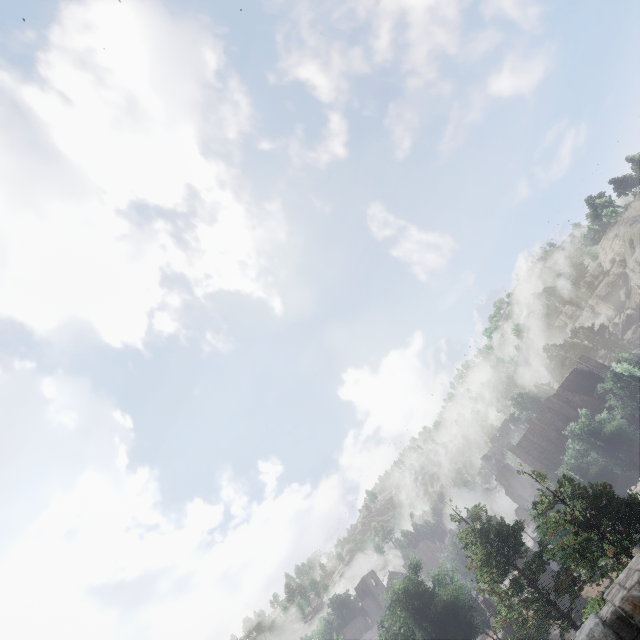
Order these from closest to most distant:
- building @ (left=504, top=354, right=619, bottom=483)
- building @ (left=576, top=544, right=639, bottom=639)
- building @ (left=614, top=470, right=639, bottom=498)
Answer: building @ (left=576, top=544, right=639, bottom=639) → building @ (left=614, top=470, right=639, bottom=498) → building @ (left=504, top=354, right=619, bottom=483)

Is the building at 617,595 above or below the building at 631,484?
above

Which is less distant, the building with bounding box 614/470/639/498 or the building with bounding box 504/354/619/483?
the building with bounding box 614/470/639/498

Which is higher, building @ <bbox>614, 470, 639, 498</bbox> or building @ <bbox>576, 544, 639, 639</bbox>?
building @ <bbox>576, 544, 639, 639</bbox>

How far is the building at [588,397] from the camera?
46.2m

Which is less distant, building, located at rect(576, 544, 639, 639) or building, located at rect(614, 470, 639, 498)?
building, located at rect(576, 544, 639, 639)

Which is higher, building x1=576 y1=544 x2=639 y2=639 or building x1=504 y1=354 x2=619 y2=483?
building x1=504 y1=354 x2=619 y2=483

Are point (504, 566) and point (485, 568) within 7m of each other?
yes
